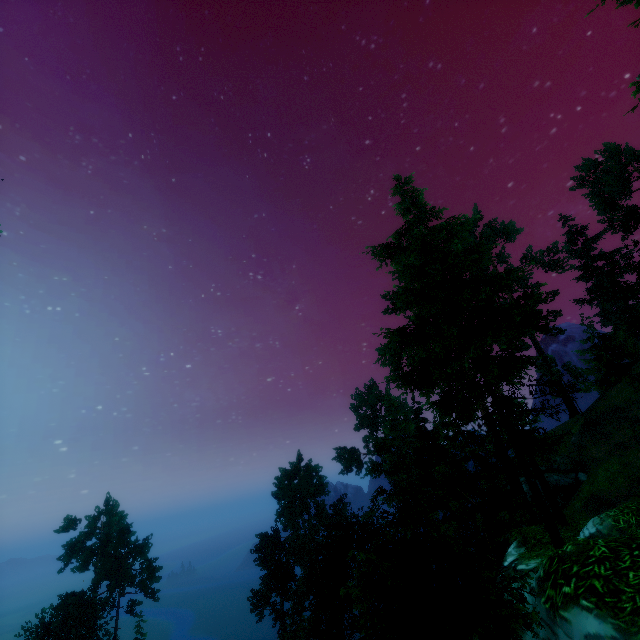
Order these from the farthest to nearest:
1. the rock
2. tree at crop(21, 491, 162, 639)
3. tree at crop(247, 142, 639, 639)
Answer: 1. tree at crop(21, 491, 162, 639)
2. the rock
3. tree at crop(247, 142, 639, 639)

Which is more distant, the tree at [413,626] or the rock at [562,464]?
the rock at [562,464]

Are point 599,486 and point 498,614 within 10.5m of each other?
no

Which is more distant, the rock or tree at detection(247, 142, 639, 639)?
the rock

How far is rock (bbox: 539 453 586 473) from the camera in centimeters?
3241cm

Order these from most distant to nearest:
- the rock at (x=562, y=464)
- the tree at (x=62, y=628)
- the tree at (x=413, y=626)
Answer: the tree at (x=62, y=628), the rock at (x=562, y=464), the tree at (x=413, y=626)

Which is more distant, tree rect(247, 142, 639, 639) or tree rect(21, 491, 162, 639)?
tree rect(21, 491, 162, 639)
